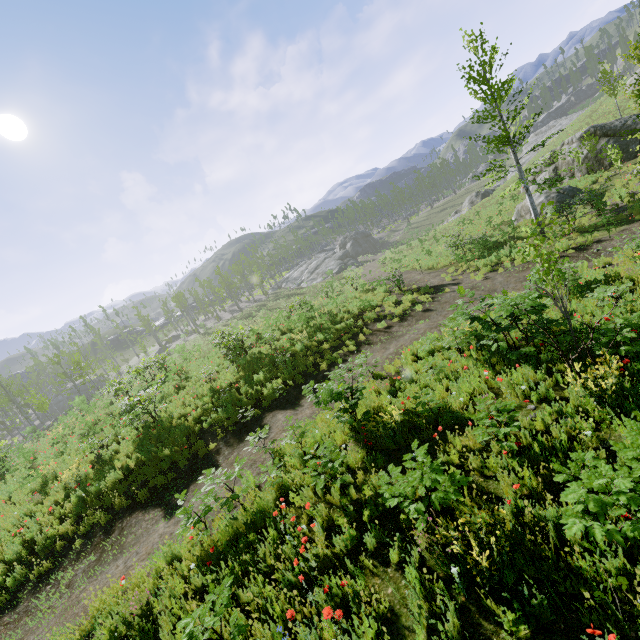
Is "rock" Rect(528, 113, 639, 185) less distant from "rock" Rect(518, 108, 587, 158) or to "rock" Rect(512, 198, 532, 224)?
"rock" Rect(512, 198, 532, 224)

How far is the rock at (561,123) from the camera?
52.7m

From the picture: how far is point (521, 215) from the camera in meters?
21.9 m

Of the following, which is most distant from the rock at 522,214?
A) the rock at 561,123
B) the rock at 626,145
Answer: the rock at 561,123

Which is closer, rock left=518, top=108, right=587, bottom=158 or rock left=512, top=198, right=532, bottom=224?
rock left=512, top=198, right=532, bottom=224

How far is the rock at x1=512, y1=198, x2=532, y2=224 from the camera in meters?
21.3 m

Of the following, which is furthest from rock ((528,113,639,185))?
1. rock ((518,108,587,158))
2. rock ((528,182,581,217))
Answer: rock ((518,108,587,158))
